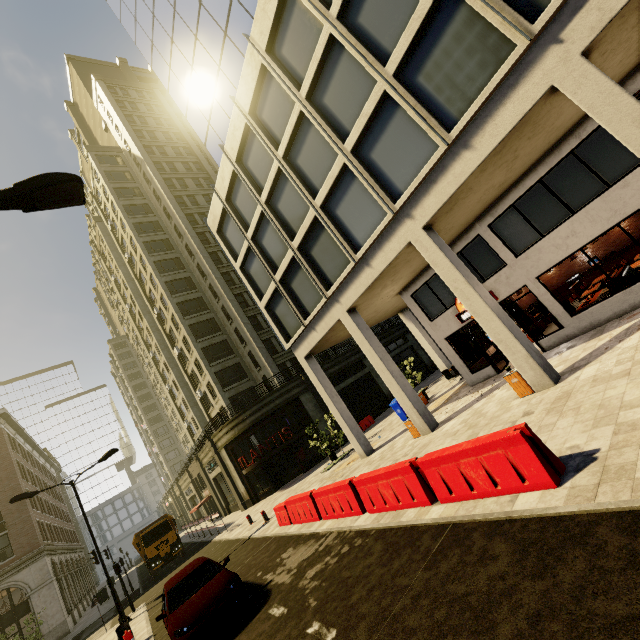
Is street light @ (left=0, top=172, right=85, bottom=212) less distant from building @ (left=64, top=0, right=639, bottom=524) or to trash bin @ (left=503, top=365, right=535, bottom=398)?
building @ (left=64, top=0, right=639, bottom=524)

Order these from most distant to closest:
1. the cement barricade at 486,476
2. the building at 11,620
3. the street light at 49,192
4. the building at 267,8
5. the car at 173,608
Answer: the building at 11,620, the building at 267,8, the car at 173,608, the cement barricade at 486,476, the street light at 49,192

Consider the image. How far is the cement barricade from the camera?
5.21m

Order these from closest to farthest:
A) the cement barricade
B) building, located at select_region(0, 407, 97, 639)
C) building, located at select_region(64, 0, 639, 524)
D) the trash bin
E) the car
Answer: the cement barricade < the car < building, located at select_region(64, 0, 639, 524) < the trash bin < building, located at select_region(0, 407, 97, 639)

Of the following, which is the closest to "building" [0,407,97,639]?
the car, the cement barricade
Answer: the cement barricade

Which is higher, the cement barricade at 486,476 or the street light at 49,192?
the street light at 49,192

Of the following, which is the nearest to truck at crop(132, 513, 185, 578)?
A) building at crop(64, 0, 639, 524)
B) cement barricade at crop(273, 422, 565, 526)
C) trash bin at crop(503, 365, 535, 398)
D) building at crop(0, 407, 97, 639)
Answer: building at crop(0, 407, 97, 639)

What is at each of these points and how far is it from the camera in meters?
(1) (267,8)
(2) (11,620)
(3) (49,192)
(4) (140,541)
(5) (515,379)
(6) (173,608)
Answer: (1) building, 12.1
(2) building, 24.7
(3) street light, 4.8
(4) truck, 25.8
(5) trash bin, 9.7
(6) car, 8.3
